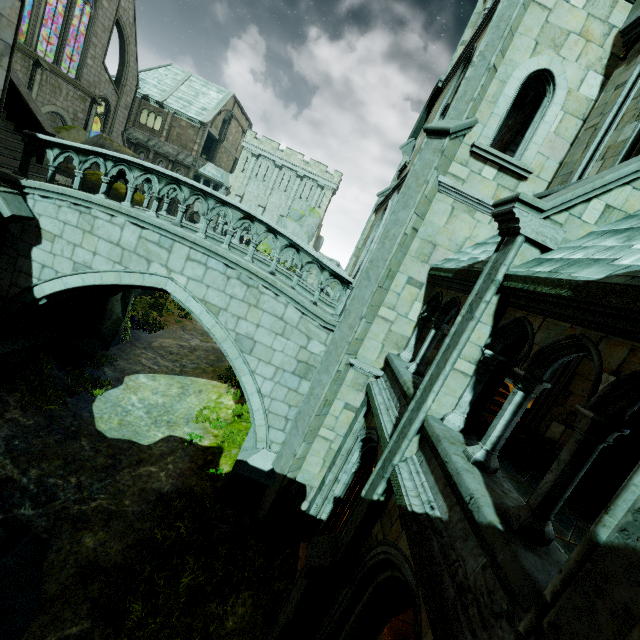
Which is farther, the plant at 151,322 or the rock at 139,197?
the plant at 151,322

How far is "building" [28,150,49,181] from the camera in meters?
10.0

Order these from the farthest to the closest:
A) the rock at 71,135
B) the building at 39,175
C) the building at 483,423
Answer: the rock at 71,135
the building at 39,175
the building at 483,423

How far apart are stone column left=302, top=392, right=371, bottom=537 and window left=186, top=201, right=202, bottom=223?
41.58m

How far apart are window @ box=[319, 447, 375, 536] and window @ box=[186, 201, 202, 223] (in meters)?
42.35

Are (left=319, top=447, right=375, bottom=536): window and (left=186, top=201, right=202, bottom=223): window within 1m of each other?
no

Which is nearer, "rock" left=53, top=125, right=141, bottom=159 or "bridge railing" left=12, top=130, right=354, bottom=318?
"bridge railing" left=12, top=130, right=354, bottom=318

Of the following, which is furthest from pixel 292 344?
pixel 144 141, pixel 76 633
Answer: pixel 144 141
